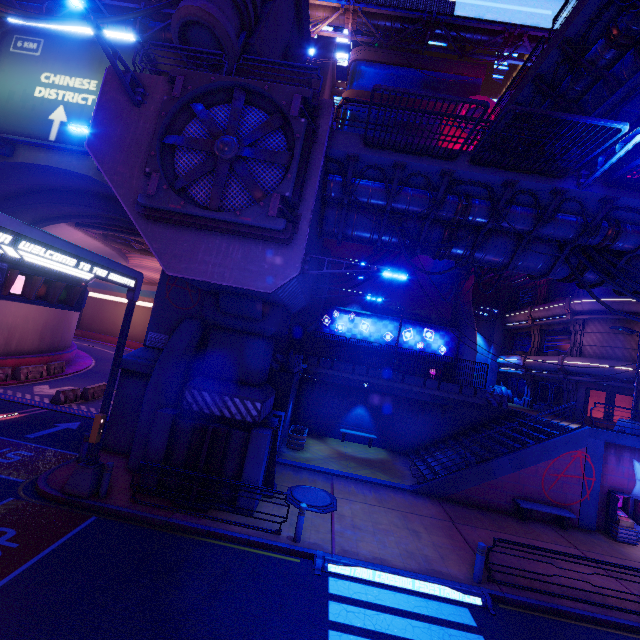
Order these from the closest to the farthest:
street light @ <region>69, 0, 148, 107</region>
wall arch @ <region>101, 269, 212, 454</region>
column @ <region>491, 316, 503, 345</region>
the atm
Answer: street light @ <region>69, 0, 148, 107</region>, wall arch @ <region>101, 269, 212, 454</region>, the atm, column @ <region>491, 316, 503, 345</region>

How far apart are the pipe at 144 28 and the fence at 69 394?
18.95m

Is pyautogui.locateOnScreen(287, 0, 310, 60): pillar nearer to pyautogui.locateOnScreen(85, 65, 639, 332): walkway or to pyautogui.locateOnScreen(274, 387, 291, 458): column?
pyautogui.locateOnScreen(85, 65, 639, 332): walkway

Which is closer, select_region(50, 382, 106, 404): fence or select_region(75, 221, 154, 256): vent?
select_region(50, 382, 106, 404): fence

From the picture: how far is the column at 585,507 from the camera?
15.0 meters

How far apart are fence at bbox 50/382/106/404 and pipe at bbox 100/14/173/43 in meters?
19.0 m

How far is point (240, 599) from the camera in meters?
7.4 m

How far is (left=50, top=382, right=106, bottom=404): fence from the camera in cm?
1872
